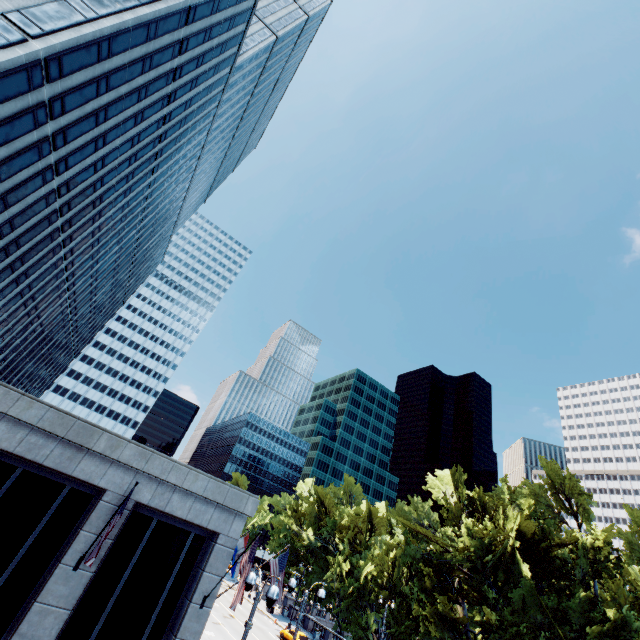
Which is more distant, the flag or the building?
the flag

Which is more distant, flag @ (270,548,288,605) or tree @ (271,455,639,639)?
tree @ (271,455,639,639)

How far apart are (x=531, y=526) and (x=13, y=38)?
54.5m

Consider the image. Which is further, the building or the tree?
the tree

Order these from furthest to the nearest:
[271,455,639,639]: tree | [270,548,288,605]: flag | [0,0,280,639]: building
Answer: →
1. [271,455,639,639]: tree
2. [270,548,288,605]: flag
3. [0,0,280,639]: building

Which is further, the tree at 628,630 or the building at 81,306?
the tree at 628,630

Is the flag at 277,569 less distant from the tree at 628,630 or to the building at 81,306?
the building at 81,306

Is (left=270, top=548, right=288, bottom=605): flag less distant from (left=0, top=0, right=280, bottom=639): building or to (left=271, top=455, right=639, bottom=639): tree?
(left=0, top=0, right=280, bottom=639): building
